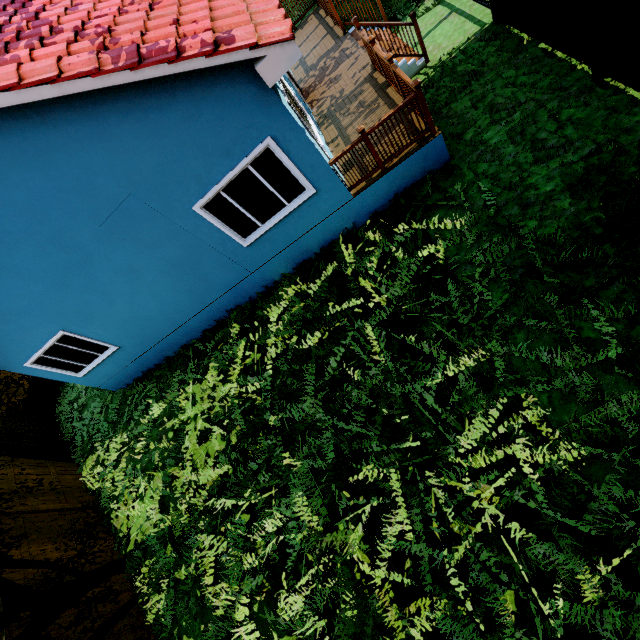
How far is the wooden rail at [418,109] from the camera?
5.7m

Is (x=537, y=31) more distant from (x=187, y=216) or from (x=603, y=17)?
(x=187, y=216)

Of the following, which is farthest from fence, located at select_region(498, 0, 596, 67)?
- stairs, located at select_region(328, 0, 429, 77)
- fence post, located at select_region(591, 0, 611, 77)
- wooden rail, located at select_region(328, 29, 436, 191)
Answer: wooden rail, located at select_region(328, 29, 436, 191)

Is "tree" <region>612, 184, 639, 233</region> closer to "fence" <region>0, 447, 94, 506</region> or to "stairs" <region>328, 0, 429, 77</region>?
"fence" <region>0, 447, 94, 506</region>

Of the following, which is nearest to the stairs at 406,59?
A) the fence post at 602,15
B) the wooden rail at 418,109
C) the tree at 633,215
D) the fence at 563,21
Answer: the wooden rail at 418,109

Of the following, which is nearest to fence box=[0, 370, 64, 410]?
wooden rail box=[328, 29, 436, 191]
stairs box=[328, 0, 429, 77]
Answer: stairs box=[328, 0, 429, 77]

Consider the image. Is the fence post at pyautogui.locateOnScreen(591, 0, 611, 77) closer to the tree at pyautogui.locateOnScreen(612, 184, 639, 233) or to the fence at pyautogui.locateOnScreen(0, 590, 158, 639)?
the fence at pyautogui.locateOnScreen(0, 590, 158, 639)

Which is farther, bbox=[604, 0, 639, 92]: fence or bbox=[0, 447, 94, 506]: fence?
bbox=[0, 447, 94, 506]: fence
